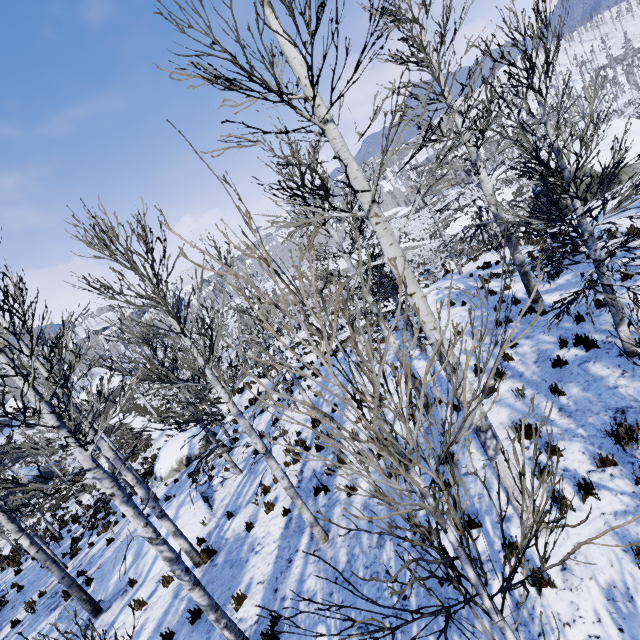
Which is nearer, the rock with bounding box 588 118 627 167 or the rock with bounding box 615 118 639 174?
the rock with bounding box 615 118 639 174

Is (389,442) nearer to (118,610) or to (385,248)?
(385,248)

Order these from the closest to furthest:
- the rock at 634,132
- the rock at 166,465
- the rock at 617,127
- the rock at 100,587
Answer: the rock at 100,587 < the rock at 634,132 < the rock at 166,465 < the rock at 617,127

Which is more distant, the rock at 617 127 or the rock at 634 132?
the rock at 617 127

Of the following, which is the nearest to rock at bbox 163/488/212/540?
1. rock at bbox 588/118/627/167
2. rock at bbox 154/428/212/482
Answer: rock at bbox 154/428/212/482

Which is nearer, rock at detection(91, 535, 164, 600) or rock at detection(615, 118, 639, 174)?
rock at detection(91, 535, 164, 600)

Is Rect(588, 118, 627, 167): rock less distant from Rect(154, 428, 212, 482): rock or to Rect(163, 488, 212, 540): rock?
Rect(163, 488, 212, 540): rock

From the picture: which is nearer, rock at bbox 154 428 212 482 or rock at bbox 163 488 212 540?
rock at bbox 163 488 212 540
